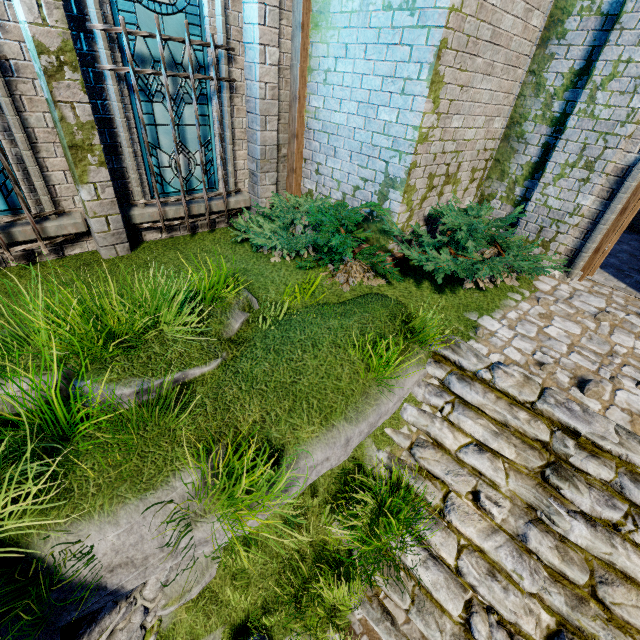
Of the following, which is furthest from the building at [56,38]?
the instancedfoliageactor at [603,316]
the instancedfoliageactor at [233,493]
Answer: the instancedfoliageactor at [233,493]

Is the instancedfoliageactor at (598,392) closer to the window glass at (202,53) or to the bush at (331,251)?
the bush at (331,251)

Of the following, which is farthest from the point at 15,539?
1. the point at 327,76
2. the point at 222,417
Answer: the point at 327,76

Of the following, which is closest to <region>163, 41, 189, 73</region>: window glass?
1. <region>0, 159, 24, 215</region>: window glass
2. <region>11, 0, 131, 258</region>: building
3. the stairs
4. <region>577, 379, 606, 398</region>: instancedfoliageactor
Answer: <region>11, 0, 131, 258</region>: building

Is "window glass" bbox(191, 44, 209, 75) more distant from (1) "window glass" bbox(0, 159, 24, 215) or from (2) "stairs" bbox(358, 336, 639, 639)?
(2) "stairs" bbox(358, 336, 639, 639)

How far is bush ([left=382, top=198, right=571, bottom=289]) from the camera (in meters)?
5.04

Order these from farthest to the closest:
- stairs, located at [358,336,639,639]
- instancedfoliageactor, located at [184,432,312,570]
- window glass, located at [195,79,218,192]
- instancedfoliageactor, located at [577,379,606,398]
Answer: window glass, located at [195,79,218,192], instancedfoliageactor, located at [577,379,606,398], stairs, located at [358,336,639,639], instancedfoliageactor, located at [184,432,312,570]
